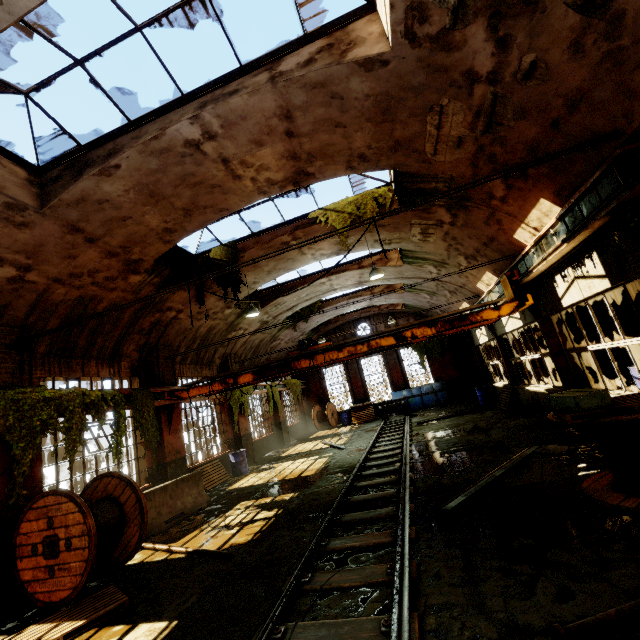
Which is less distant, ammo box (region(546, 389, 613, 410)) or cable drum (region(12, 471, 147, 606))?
ammo box (region(546, 389, 613, 410))

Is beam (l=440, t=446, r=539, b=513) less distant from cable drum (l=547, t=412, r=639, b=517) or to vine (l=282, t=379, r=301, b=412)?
cable drum (l=547, t=412, r=639, b=517)

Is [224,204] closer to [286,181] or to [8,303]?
[286,181]

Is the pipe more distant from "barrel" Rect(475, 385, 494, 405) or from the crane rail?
"barrel" Rect(475, 385, 494, 405)

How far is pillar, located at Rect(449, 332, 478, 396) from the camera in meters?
22.8 m

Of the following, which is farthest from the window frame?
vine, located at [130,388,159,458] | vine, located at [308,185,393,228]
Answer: vine, located at [130,388,159,458]

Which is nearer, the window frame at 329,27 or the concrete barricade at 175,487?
the window frame at 329,27

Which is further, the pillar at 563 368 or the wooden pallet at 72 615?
the pillar at 563 368
